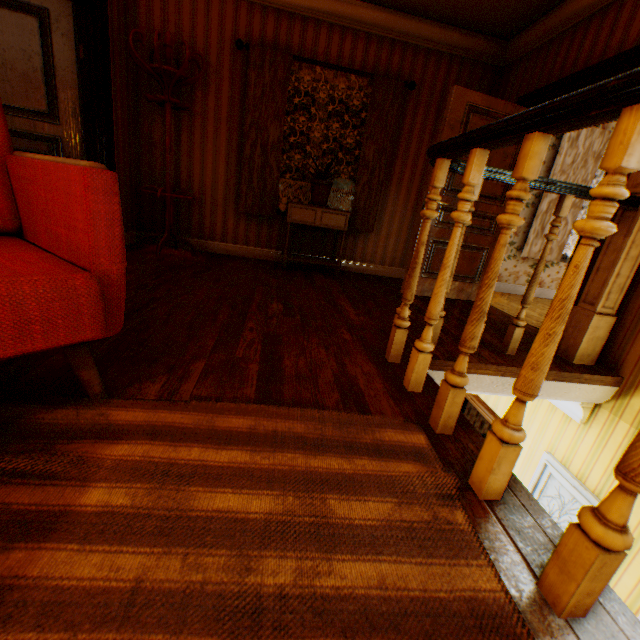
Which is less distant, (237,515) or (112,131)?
(237,515)

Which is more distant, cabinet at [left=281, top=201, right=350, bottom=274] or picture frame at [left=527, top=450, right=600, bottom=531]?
cabinet at [left=281, top=201, right=350, bottom=274]

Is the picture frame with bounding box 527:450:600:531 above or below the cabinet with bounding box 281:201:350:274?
below

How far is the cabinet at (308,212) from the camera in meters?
4.0

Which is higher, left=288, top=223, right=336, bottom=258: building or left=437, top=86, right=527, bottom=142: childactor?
left=437, top=86, right=527, bottom=142: childactor

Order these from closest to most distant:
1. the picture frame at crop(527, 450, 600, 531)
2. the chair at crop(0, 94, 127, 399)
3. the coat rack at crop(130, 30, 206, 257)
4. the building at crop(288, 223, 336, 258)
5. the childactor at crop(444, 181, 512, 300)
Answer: the chair at crop(0, 94, 127, 399), the picture frame at crop(527, 450, 600, 531), the coat rack at crop(130, 30, 206, 257), the childactor at crop(444, 181, 512, 300), the building at crop(288, 223, 336, 258)

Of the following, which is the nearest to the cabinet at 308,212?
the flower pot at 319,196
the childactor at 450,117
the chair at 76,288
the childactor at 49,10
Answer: the flower pot at 319,196

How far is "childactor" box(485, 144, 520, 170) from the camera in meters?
3.7 m
